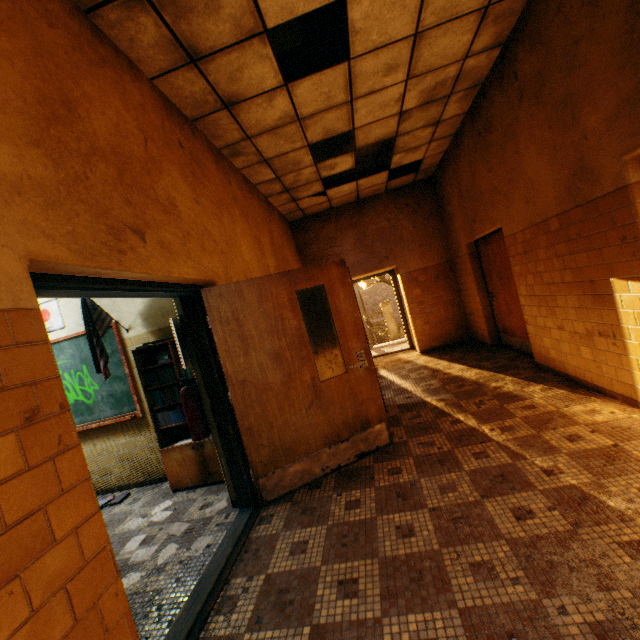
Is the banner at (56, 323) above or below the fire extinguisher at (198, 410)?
above

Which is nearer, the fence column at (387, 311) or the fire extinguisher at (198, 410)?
the fire extinguisher at (198, 410)

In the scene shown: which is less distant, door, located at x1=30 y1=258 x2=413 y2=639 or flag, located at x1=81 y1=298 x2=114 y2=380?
door, located at x1=30 y1=258 x2=413 y2=639

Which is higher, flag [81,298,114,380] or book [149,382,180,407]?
flag [81,298,114,380]

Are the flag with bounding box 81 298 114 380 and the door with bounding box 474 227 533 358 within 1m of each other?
no

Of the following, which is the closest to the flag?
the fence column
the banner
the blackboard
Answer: the blackboard

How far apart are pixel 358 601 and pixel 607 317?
3.3m

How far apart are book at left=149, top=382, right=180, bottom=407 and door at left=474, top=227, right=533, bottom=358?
4.5m
